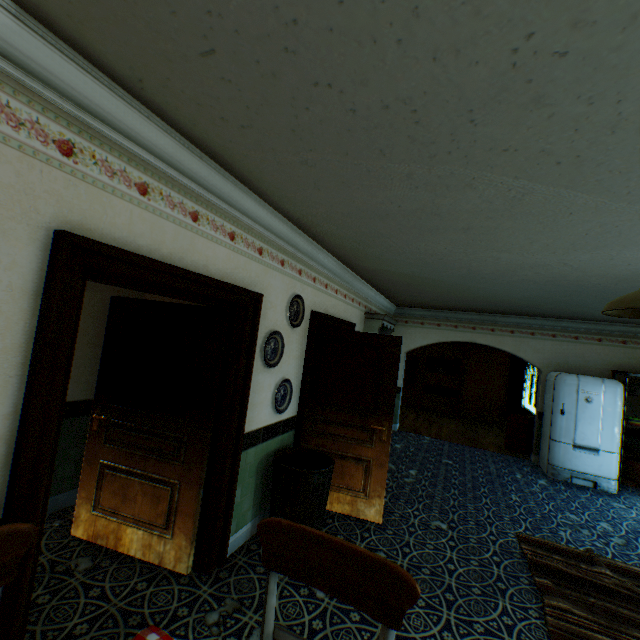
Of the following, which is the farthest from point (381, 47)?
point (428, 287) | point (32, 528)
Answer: point (428, 287)

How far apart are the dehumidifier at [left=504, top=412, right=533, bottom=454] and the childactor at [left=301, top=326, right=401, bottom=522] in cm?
545

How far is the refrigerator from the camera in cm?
591

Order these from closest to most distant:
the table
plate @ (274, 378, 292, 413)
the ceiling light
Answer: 1. the table
2. the ceiling light
3. plate @ (274, 378, 292, 413)

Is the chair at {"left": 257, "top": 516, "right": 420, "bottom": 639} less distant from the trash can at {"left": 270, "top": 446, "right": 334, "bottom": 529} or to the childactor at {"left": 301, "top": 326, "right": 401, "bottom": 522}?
the trash can at {"left": 270, "top": 446, "right": 334, "bottom": 529}

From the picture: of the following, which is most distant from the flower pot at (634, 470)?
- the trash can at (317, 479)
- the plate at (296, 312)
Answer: the plate at (296, 312)

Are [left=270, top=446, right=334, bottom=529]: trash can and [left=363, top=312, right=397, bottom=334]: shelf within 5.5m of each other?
yes

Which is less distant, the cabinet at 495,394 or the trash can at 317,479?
the trash can at 317,479
